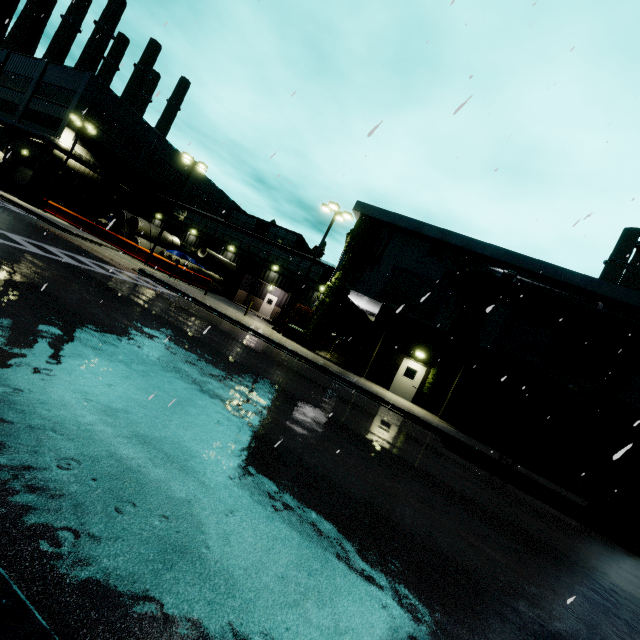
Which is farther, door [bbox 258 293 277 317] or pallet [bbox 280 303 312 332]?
door [bbox 258 293 277 317]

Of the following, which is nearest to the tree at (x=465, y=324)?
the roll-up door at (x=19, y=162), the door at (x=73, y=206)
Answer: the roll-up door at (x=19, y=162)

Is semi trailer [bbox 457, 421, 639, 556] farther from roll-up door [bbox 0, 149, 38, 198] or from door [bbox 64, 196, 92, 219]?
door [bbox 64, 196, 92, 219]

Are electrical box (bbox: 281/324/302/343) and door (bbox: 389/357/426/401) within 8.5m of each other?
yes

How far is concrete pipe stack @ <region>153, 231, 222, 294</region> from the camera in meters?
31.2 m

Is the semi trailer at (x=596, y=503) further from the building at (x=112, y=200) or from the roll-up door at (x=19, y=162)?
the roll-up door at (x=19, y=162)

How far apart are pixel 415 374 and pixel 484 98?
14.37m
